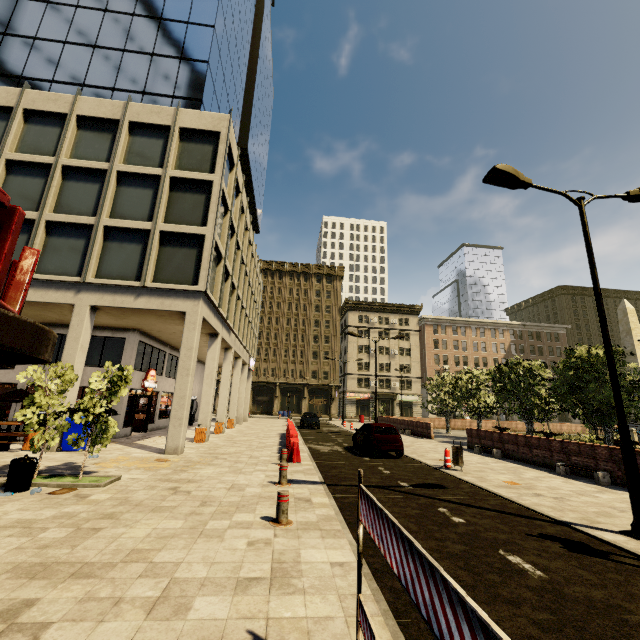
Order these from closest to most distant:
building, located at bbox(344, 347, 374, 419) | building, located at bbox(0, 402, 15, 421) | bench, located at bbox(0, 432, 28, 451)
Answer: bench, located at bbox(0, 432, 28, 451), building, located at bbox(0, 402, 15, 421), building, located at bbox(344, 347, 374, 419)

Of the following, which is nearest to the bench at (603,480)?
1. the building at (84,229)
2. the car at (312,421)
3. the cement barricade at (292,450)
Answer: the cement barricade at (292,450)

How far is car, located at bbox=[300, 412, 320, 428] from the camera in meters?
30.0 m

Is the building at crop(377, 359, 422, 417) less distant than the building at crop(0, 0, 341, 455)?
No

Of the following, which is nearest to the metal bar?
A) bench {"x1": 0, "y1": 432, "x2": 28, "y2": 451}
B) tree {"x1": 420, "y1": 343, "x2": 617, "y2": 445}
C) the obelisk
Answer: bench {"x1": 0, "y1": 432, "x2": 28, "y2": 451}

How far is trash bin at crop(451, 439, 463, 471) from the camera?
12.1 meters

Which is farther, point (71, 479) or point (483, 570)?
point (71, 479)

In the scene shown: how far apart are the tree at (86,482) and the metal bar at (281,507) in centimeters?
622cm
